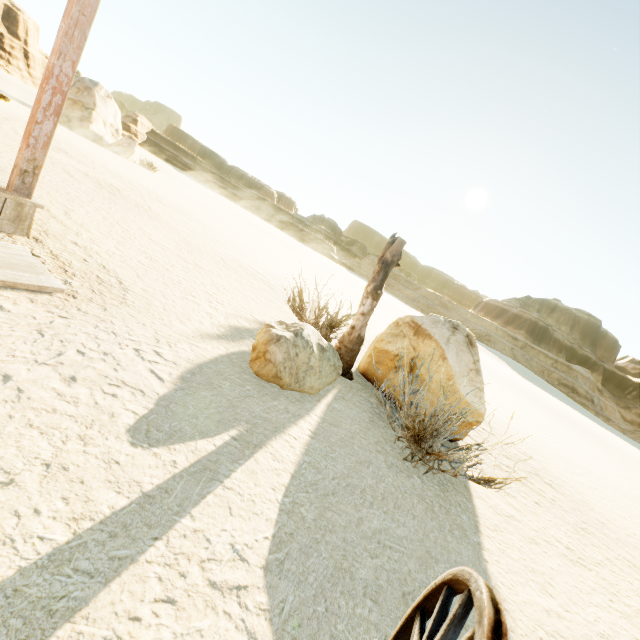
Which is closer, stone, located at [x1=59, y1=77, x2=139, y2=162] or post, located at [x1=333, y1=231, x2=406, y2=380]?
post, located at [x1=333, y1=231, x2=406, y2=380]

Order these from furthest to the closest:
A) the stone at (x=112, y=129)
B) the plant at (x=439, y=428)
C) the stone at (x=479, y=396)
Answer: the stone at (x=112, y=129) < the stone at (x=479, y=396) < the plant at (x=439, y=428)

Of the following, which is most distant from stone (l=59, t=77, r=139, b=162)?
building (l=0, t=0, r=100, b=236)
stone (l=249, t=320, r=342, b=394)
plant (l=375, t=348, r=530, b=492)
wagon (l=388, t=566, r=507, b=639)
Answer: wagon (l=388, t=566, r=507, b=639)

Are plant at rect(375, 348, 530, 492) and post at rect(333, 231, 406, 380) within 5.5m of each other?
yes

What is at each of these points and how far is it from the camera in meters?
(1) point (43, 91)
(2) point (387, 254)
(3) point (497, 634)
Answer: (1) building, 3.3
(2) post, 5.0
(3) wagon, 0.6

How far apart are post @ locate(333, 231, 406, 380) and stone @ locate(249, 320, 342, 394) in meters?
0.3

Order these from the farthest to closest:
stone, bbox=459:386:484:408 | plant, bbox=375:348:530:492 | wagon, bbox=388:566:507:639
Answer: stone, bbox=459:386:484:408
plant, bbox=375:348:530:492
wagon, bbox=388:566:507:639

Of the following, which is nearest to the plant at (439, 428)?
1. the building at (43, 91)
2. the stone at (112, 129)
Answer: the building at (43, 91)
